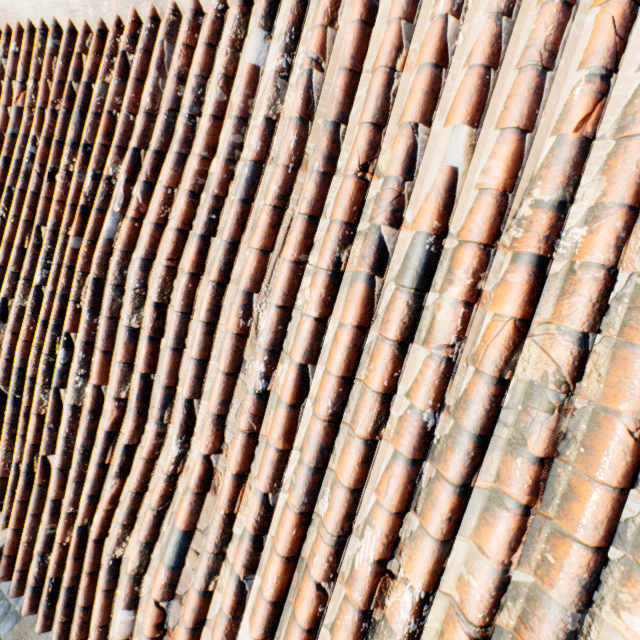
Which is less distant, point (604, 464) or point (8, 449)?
point (604, 464)
